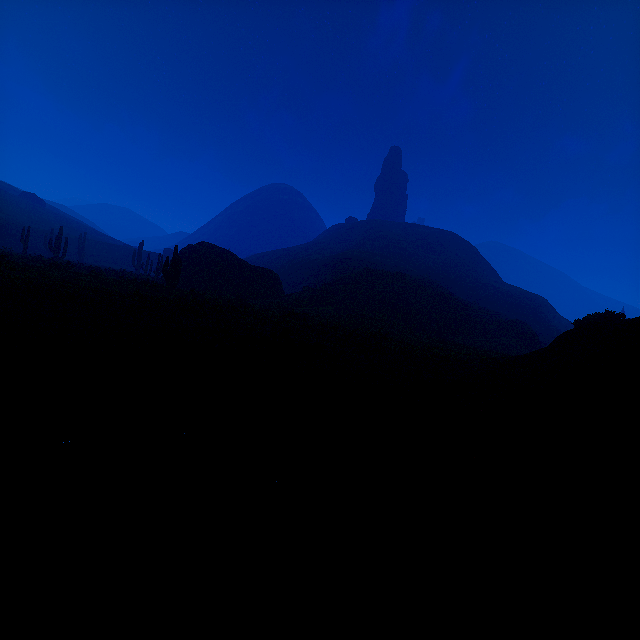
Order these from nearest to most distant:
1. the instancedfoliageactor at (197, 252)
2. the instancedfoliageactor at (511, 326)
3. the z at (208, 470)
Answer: the z at (208, 470) < the instancedfoliageactor at (197, 252) < the instancedfoliageactor at (511, 326)

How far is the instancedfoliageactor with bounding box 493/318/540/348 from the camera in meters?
35.8 m

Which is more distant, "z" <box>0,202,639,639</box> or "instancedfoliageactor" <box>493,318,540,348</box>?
"instancedfoliageactor" <box>493,318,540,348</box>

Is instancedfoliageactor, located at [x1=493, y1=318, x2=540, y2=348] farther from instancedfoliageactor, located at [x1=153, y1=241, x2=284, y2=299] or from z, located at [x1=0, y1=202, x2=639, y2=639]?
instancedfoliageactor, located at [x1=153, y1=241, x2=284, y2=299]

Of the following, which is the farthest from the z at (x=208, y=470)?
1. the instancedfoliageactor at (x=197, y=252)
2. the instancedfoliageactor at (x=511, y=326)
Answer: the instancedfoliageactor at (x=197, y=252)

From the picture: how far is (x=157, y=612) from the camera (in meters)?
1.28

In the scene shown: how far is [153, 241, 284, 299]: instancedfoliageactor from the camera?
20.91m

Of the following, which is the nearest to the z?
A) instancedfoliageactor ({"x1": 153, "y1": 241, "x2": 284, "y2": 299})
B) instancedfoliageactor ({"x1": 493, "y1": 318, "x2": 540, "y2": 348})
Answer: instancedfoliageactor ({"x1": 493, "y1": 318, "x2": 540, "y2": 348})
